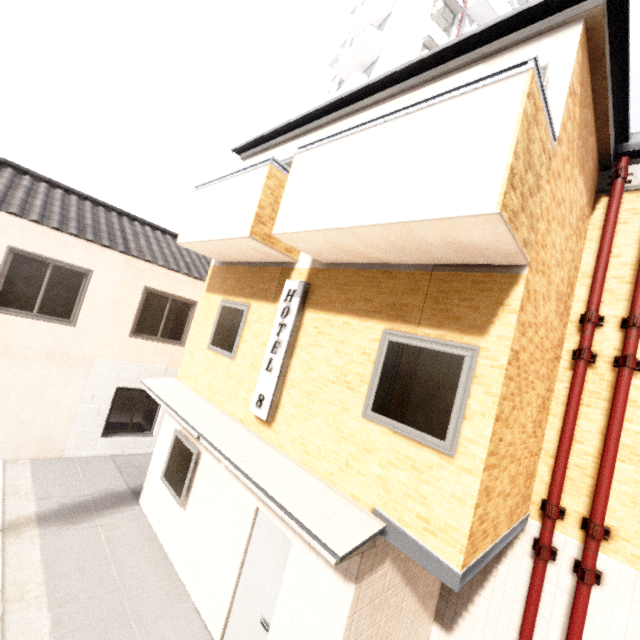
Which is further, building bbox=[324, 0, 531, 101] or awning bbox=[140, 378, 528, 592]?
building bbox=[324, 0, 531, 101]

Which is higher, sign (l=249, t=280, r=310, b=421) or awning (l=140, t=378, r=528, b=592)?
sign (l=249, t=280, r=310, b=421)

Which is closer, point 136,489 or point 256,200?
point 256,200

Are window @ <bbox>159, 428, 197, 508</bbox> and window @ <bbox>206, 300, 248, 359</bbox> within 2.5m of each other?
yes

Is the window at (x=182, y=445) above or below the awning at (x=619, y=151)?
below

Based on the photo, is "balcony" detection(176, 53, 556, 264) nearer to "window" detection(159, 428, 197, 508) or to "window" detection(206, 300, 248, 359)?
"window" detection(206, 300, 248, 359)

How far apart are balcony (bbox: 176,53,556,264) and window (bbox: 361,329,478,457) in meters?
0.8

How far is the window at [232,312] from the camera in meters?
6.5 m
